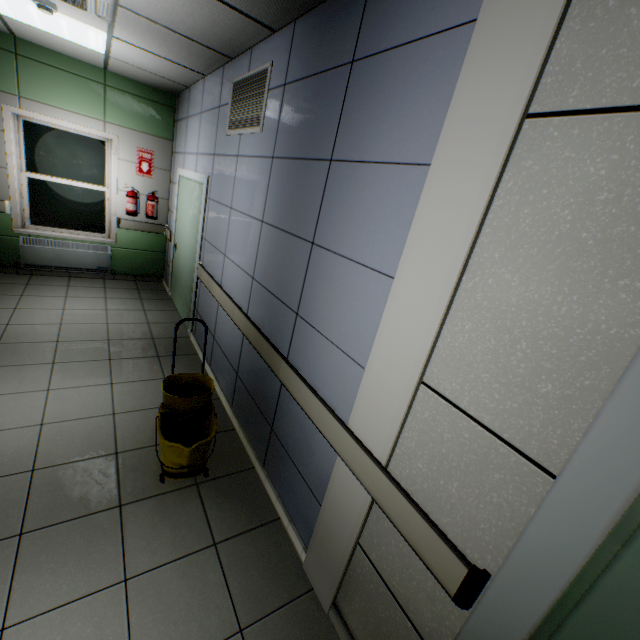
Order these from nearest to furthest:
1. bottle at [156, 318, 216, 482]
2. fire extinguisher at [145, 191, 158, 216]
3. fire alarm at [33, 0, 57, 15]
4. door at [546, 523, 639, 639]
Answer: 1. door at [546, 523, 639, 639]
2. bottle at [156, 318, 216, 482]
3. fire alarm at [33, 0, 57, 15]
4. fire extinguisher at [145, 191, 158, 216]

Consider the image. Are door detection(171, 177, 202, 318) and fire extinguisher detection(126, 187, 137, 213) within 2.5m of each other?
yes

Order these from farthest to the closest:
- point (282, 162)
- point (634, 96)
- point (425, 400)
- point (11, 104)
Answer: point (11, 104) → point (282, 162) → point (425, 400) → point (634, 96)

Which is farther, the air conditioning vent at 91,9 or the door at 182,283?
the door at 182,283

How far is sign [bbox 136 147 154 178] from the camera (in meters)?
5.45

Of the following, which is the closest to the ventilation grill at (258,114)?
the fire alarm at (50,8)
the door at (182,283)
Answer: the door at (182,283)

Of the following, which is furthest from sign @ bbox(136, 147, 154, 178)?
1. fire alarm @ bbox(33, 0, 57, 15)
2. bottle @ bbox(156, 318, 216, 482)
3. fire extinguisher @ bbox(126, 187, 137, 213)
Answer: bottle @ bbox(156, 318, 216, 482)

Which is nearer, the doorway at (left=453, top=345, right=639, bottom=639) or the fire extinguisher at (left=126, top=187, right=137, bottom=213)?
the doorway at (left=453, top=345, right=639, bottom=639)
